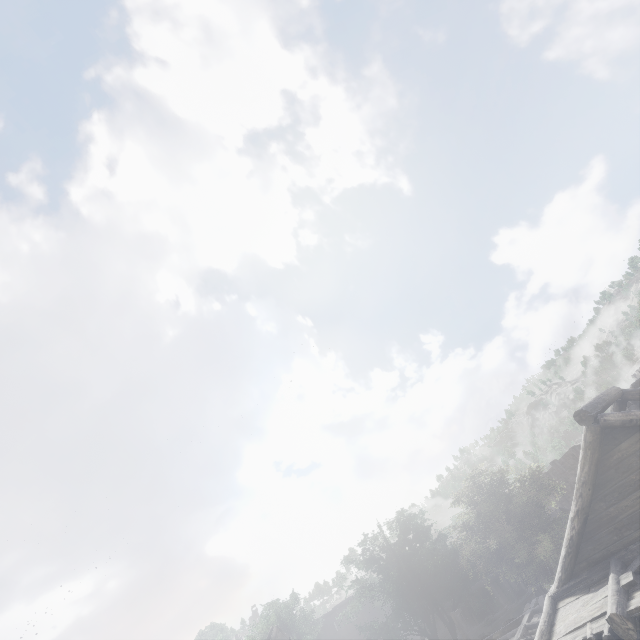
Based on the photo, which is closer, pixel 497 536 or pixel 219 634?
pixel 497 536

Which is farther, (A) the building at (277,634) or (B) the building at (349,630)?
(B) the building at (349,630)

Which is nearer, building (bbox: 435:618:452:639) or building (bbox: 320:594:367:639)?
building (bbox: 435:618:452:639)

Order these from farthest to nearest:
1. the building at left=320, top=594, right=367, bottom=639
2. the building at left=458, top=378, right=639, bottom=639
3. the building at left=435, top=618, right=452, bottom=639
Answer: the building at left=320, top=594, right=367, bottom=639
the building at left=435, top=618, right=452, bottom=639
the building at left=458, top=378, right=639, bottom=639

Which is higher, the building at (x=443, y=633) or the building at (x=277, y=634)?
the building at (x=277, y=634)

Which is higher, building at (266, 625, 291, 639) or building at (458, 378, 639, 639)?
building at (266, 625, 291, 639)
